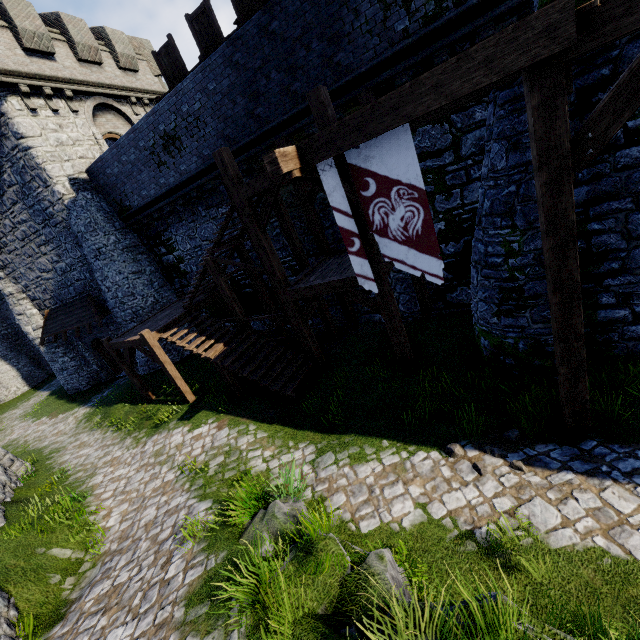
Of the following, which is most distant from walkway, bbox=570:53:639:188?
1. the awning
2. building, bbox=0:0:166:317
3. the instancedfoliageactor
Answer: the awning

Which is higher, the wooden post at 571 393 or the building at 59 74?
the building at 59 74

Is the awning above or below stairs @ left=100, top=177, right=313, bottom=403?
above

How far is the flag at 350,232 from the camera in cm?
547

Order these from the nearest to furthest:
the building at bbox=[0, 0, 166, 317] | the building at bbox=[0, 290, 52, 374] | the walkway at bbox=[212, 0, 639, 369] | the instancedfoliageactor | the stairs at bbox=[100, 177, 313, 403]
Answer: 1. the walkway at bbox=[212, 0, 639, 369]
2. the instancedfoliageactor
3. the stairs at bbox=[100, 177, 313, 403]
4. the building at bbox=[0, 0, 166, 317]
5. the building at bbox=[0, 290, 52, 374]

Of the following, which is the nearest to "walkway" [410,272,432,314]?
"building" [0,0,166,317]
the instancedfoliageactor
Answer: the instancedfoliageactor

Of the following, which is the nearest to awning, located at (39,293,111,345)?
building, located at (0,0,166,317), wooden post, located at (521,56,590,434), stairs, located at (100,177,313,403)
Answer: building, located at (0,0,166,317)

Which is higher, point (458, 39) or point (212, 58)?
point (212, 58)
